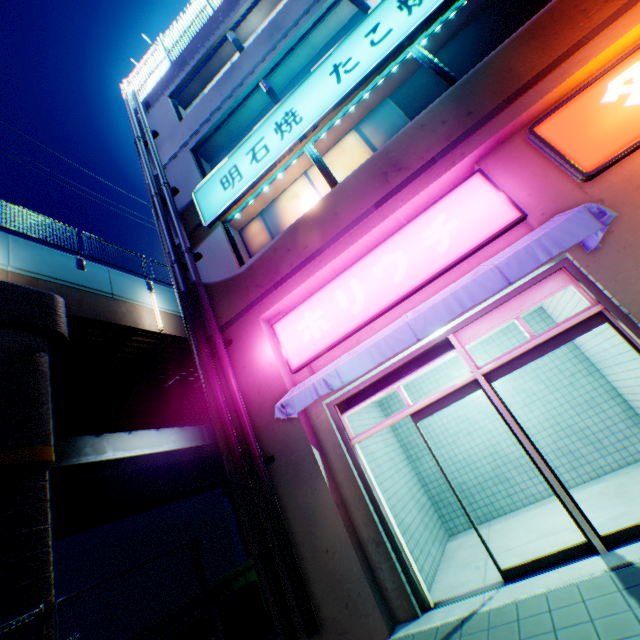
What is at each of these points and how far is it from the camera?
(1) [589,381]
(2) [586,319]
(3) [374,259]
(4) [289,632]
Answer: (1) building, 6.5 meters
(2) door, 4.4 meters
(3) sign, 5.7 meters
(4) pipe, 4.6 meters

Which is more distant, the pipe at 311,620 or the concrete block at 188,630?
the concrete block at 188,630

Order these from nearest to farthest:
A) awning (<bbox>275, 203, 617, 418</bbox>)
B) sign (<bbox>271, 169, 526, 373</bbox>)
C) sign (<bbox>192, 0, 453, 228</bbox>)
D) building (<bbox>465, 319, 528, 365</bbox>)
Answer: awning (<bbox>275, 203, 617, 418</bbox>) < sign (<bbox>271, 169, 526, 373</bbox>) < sign (<bbox>192, 0, 453, 228</bbox>) < building (<bbox>465, 319, 528, 365</bbox>)

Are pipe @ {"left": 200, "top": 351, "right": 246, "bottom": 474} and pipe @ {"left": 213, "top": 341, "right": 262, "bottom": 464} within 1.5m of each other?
yes

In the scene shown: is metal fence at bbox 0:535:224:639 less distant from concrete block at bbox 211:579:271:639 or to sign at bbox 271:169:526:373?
concrete block at bbox 211:579:271:639

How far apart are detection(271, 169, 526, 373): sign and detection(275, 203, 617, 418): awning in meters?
0.2

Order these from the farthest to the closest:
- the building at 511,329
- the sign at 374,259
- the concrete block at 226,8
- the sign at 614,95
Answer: the concrete block at 226,8
the building at 511,329
the sign at 374,259
the sign at 614,95

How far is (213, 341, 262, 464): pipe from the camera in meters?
5.6 m
